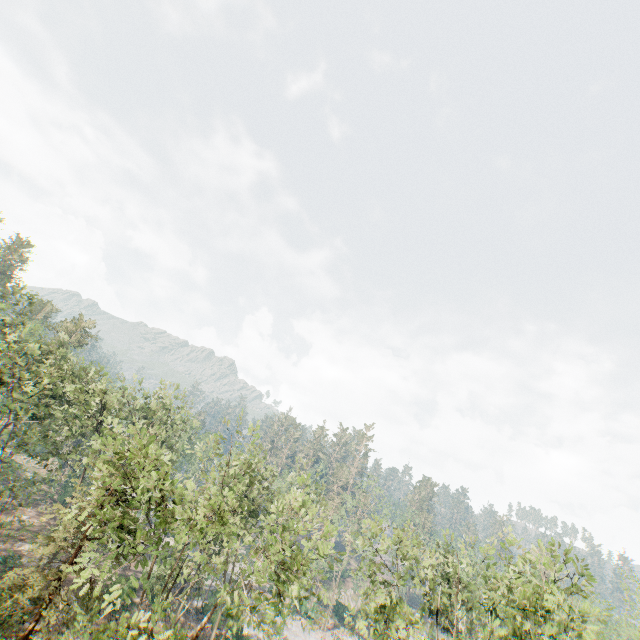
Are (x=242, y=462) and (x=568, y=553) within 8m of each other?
no

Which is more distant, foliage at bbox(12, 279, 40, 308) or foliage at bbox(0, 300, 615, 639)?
foliage at bbox(12, 279, 40, 308)

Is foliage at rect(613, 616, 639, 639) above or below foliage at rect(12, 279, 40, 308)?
below

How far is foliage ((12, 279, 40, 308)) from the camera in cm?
3070

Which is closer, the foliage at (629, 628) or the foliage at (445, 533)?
the foliage at (445, 533)
